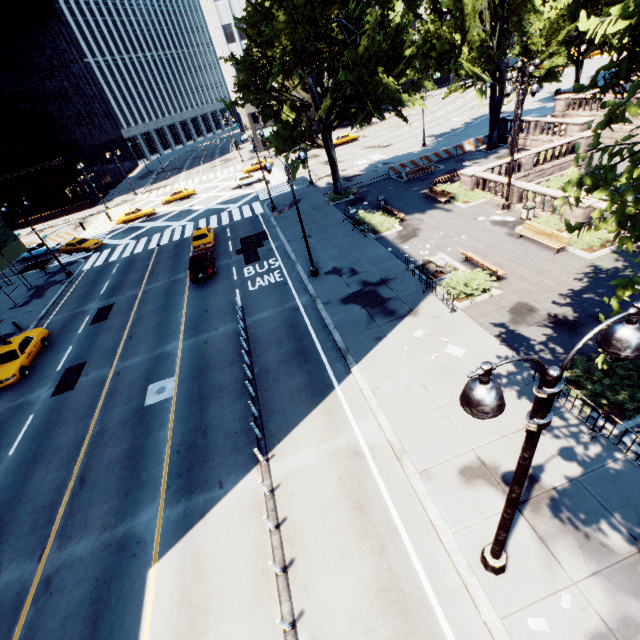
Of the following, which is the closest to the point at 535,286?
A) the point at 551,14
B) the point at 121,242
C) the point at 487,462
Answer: the point at 487,462

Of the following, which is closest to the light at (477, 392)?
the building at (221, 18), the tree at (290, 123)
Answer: the tree at (290, 123)

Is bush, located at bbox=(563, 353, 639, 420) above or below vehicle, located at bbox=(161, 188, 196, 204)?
below

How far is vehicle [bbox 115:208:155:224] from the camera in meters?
43.3

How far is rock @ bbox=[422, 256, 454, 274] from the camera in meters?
17.5 m

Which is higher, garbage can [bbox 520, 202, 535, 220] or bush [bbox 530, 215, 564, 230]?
garbage can [bbox 520, 202, 535, 220]

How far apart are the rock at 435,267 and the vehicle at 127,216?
40.0 meters

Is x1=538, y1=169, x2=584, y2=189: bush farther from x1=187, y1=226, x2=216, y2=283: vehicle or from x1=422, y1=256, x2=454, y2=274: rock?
x1=187, y1=226, x2=216, y2=283: vehicle
